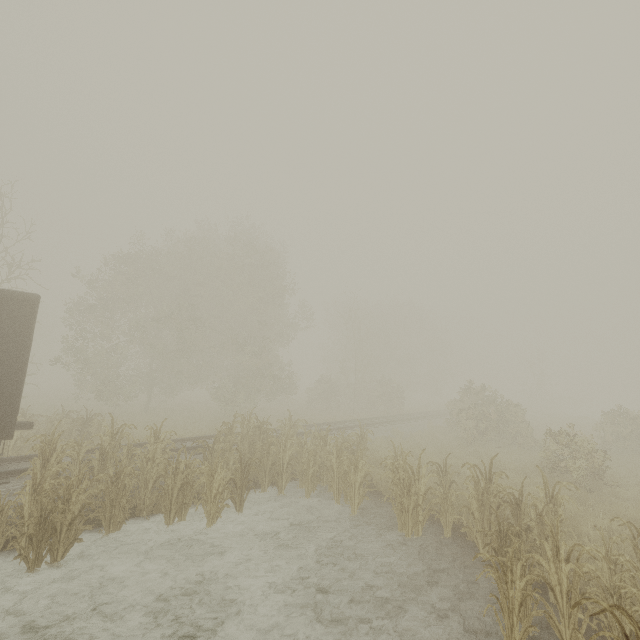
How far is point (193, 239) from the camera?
29.9 meters
